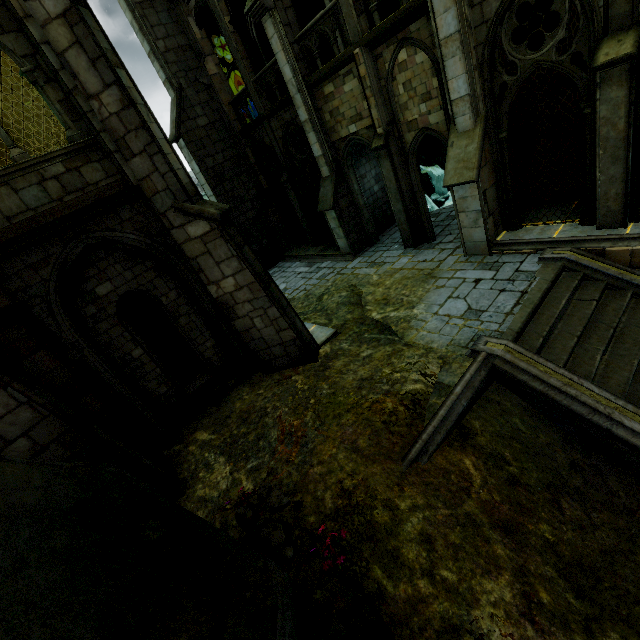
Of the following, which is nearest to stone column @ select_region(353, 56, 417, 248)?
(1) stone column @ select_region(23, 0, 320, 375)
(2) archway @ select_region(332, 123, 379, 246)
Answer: (2) archway @ select_region(332, 123, 379, 246)

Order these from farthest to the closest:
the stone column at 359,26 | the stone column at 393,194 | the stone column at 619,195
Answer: the stone column at 393,194
the stone column at 359,26
the stone column at 619,195

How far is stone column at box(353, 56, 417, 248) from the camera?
10.7 meters

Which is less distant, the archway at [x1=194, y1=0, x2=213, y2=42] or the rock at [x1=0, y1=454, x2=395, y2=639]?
the rock at [x1=0, y1=454, x2=395, y2=639]

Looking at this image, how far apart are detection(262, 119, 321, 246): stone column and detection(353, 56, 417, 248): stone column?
5.30m

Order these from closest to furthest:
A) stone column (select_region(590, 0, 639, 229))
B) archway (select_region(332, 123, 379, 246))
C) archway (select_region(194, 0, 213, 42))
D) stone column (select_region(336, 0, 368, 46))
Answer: stone column (select_region(590, 0, 639, 229))
stone column (select_region(336, 0, 368, 46))
archway (select_region(332, 123, 379, 246))
archway (select_region(194, 0, 213, 42))

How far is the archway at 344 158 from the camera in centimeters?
1157cm

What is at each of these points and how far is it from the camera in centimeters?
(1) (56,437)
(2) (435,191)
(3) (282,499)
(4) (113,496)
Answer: (1) stone column, 490cm
(2) rock, 2309cm
(3) rock, 521cm
(4) rock, 403cm
